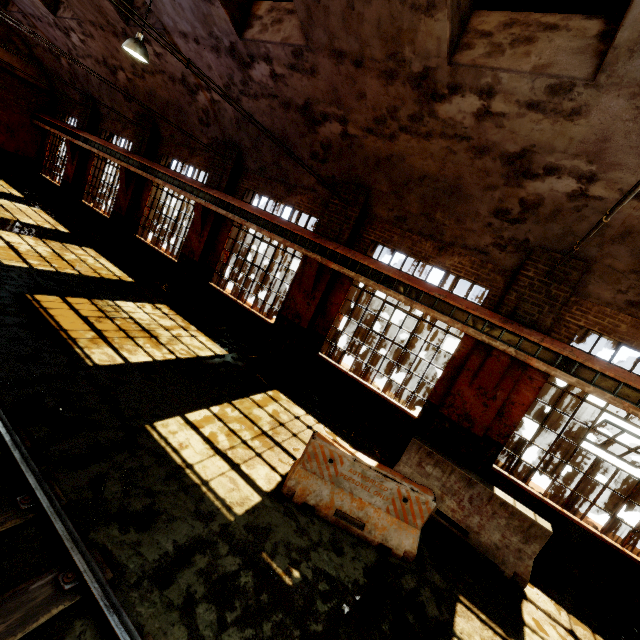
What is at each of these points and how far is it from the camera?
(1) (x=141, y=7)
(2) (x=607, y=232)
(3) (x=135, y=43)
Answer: (1) building, 9.2 meters
(2) building, 5.7 meters
(3) hanging light, 7.0 meters

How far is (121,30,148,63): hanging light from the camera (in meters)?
6.98

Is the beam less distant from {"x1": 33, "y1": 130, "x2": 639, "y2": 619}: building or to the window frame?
{"x1": 33, "y1": 130, "x2": 639, "y2": 619}: building

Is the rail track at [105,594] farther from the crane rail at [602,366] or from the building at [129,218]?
the crane rail at [602,366]

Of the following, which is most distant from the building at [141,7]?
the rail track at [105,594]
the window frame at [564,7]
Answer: the rail track at [105,594]

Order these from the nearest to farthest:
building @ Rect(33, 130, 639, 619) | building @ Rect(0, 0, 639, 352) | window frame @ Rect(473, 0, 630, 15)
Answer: window frame @ Rect(473, 0, 630, 15), building @ Rect(0, 0, 639, 352), building @ Rect(33, 130, 639, 619)

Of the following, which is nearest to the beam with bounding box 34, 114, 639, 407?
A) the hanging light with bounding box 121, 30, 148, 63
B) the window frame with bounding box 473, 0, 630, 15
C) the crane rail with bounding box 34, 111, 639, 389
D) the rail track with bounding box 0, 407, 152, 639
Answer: the crane rail with bounding box 34, 111, 639, 389

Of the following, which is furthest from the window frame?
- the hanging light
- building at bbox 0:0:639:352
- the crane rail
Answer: the hanging light
